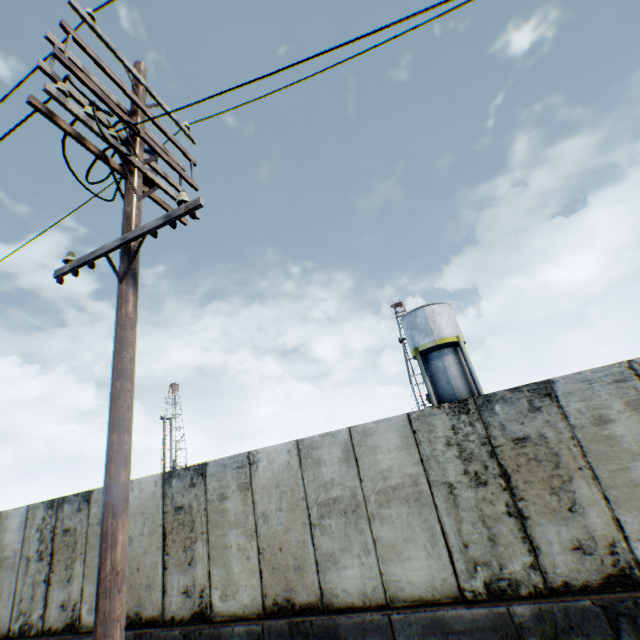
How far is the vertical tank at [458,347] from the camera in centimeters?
2241cm

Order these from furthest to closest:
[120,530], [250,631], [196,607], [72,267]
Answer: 1. [196,607]
2. [250,631]
3. [72,267]
4. [120,530]

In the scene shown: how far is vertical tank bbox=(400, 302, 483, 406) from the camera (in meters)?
22.41

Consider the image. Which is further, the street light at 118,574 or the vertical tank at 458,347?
the vertical tank at 458,347

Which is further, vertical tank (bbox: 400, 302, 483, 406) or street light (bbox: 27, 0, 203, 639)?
vertical tank (bbox: 400, 302, 483, 406)
